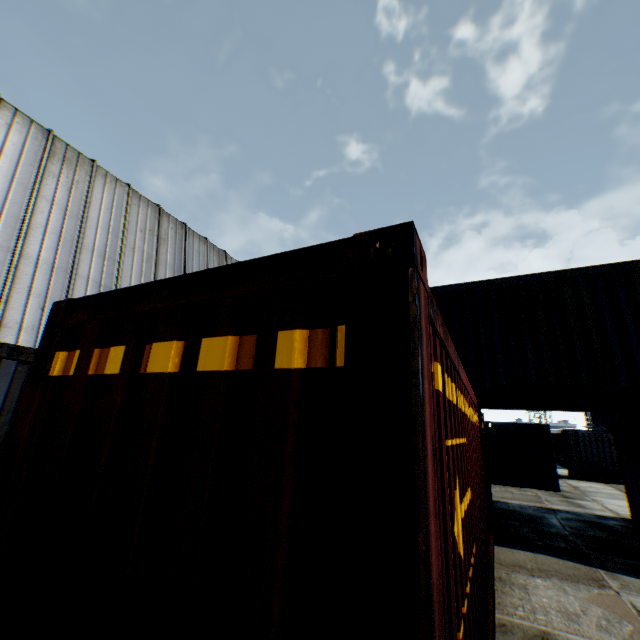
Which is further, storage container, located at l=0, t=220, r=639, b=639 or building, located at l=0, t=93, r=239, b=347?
building, located at l=0, t=93, r=239, b=347

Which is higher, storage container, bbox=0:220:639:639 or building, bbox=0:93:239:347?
building, bbox=0:93:239:347

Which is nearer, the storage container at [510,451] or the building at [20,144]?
the storage container at [510,451]

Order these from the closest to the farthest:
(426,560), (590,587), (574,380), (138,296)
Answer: (426,560), (138,296), (590,587), (574,380)

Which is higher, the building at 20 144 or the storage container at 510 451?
the building at 20 144
